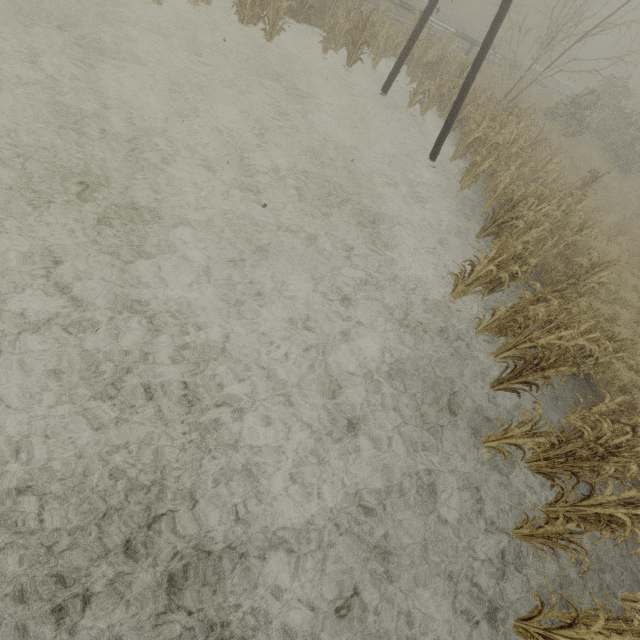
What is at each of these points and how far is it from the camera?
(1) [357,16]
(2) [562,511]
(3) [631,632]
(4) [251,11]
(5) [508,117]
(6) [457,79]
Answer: (1) tree, 11.7m
(2) tree, 4.9m
(3) tree, 4.9m
(4) tree, 10.0m
(5) tree, 12.0m
(6) tree, 12.2m

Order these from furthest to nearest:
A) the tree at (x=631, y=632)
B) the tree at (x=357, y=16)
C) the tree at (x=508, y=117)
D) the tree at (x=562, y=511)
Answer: the tree at (x=357, y=16)
the tree at (x=508, y=117)
the tree at (x=562, y=511)
the tree at (x=631, y=632)

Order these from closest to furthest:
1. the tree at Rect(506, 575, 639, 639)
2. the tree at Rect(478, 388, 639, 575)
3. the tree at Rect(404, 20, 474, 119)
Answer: the tree at Rect(506, 575, 639, 639), the tree at Rect(478, 388, 639, 575), the tree at Rect(404, 20, 474, 119)

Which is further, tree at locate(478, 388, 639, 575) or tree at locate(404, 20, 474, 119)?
tree at locate(404, 20, 474, 119)

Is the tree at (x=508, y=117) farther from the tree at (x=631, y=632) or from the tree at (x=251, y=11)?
the tree at (x=631, y=632)

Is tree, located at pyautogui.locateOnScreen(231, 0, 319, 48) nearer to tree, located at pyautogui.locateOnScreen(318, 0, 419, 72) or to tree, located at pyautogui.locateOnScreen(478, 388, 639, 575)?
tree, located at pyautogui.locateOnScreen(318, 0, 419, 72)

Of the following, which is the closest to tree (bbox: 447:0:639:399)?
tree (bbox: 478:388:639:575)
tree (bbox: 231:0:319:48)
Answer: tree (bbox: 231:0:319:48)

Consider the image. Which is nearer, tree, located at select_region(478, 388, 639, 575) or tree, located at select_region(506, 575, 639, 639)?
tree, located at select_region(506, 575, 639, 639)
